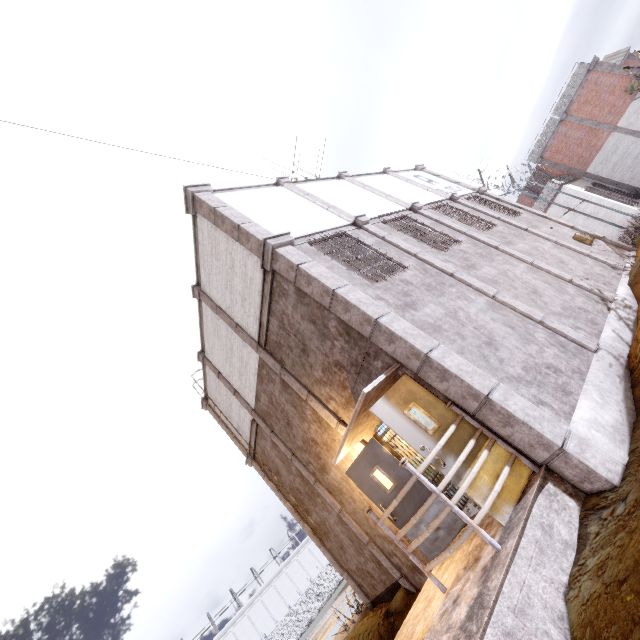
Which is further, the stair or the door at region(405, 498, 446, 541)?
the door at region(405, 498, 446, 541)

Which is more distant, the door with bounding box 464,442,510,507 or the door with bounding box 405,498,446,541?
the door with bounding box 405,498,446,541

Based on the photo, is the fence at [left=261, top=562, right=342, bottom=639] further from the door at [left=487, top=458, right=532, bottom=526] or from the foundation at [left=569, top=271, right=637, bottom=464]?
the door at [left=487, top=458, right=532, bottom=526]

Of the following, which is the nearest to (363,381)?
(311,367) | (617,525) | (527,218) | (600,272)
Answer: (311,367)

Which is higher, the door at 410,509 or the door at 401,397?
the door at 401,397

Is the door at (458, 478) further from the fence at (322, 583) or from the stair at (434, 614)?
the fence at (322, 583)

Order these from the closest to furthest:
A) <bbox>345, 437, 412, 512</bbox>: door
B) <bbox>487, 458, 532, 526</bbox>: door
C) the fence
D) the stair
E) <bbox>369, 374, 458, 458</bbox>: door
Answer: the stair
<bbox>487, 458, 532, 526</bbox>: door
<bbox>369, 374, 458, 458</bbox>: door
<bbox>345, 437, 412, 512</bbox>: door
the fence

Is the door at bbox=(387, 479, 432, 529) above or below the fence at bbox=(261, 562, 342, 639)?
below
